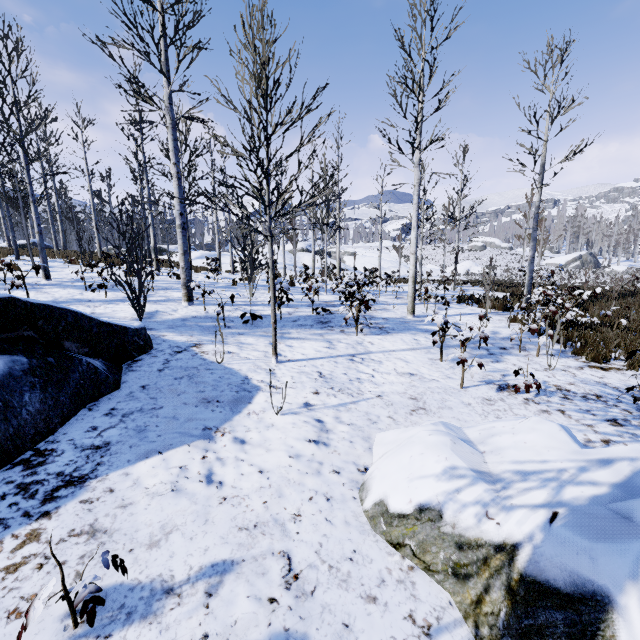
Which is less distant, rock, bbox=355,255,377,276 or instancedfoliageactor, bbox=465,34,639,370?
instancedfoliageactor, bbox=465,34,639,370

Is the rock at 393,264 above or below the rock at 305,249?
below

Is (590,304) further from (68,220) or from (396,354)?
(68,220)

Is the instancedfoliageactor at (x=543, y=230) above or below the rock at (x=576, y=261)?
above

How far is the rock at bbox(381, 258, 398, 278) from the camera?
33.5m

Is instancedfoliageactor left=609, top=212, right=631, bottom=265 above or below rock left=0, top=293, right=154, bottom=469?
above

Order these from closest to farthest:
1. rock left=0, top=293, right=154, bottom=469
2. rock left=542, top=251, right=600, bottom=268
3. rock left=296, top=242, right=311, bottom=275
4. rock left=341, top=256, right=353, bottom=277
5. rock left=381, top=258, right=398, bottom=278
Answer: rock left=0, top=293, right=154, bottom=469 < rock left=296, top=242, right=311, bottom=275 < rock left=341, top=256, right=353, bottom=277 < rock left=381, top=258, right=398, bottom=278 < rock left=542, top=251, right=600, bottom=268

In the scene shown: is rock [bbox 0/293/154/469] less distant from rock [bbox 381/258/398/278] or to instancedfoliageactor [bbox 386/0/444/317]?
instancedfoliageactor [bbox 386/0/444/317]
